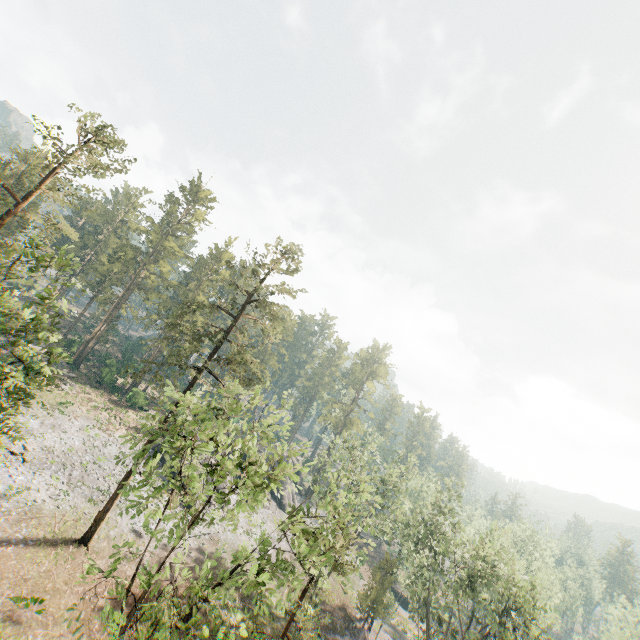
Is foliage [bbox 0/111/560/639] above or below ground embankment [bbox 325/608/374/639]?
above

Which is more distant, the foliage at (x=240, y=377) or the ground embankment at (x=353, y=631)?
the ground embankment at (x=353, y=631)

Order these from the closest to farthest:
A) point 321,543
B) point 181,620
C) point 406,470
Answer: point 181,620
point 321,543
point 406,470

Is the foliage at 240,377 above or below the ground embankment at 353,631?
above

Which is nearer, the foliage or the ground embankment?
the foliage
